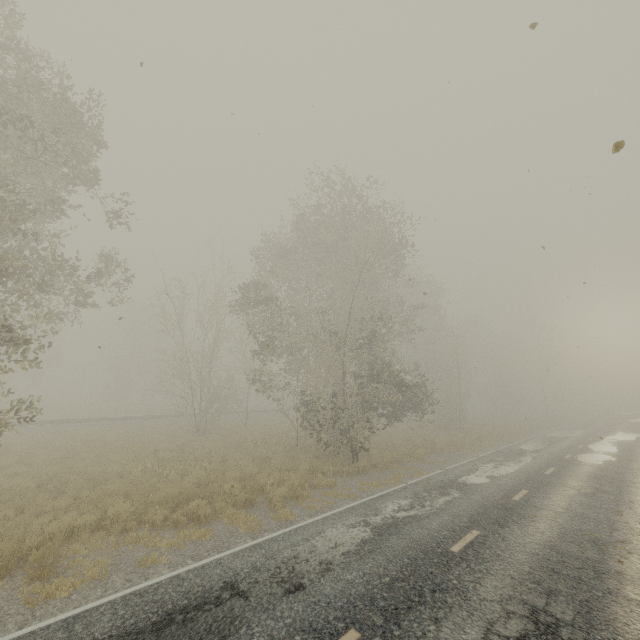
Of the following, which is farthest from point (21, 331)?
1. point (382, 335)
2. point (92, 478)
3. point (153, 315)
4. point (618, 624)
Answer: point (382, 335)

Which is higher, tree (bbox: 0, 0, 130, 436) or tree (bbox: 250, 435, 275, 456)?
tree (bbox: 0, 0, 130, 436)

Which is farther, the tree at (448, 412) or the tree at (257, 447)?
the tree at (257, 447)

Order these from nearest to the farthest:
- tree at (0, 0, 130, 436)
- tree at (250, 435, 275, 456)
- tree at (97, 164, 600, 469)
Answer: tree at (0, 0, 130, 436) < tree at (97, 164, 600, 469) < tree at (250, 435, 275, 456)

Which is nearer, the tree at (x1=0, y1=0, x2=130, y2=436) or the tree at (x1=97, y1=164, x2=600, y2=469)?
the tree at (x1=0, y1=0, x2=130, y2=436)

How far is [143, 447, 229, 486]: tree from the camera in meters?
12.7
